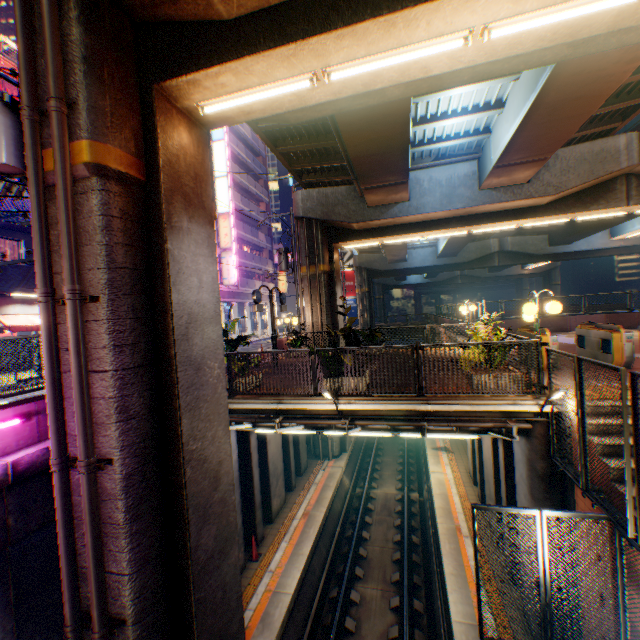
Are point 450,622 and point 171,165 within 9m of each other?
no

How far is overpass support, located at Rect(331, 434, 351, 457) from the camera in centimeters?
1859cm

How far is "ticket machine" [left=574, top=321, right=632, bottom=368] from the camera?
8.69m

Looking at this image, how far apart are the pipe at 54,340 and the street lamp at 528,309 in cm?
873

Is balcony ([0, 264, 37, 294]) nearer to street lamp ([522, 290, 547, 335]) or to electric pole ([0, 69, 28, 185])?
electric pole ([0, 69, 28, 185])

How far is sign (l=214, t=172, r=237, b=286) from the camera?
30.72m

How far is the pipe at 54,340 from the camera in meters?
4.8 m

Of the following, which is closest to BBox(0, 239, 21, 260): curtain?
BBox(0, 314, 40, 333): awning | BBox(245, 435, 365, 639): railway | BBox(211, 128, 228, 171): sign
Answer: BBox(0, 314, 40, 333): awning
